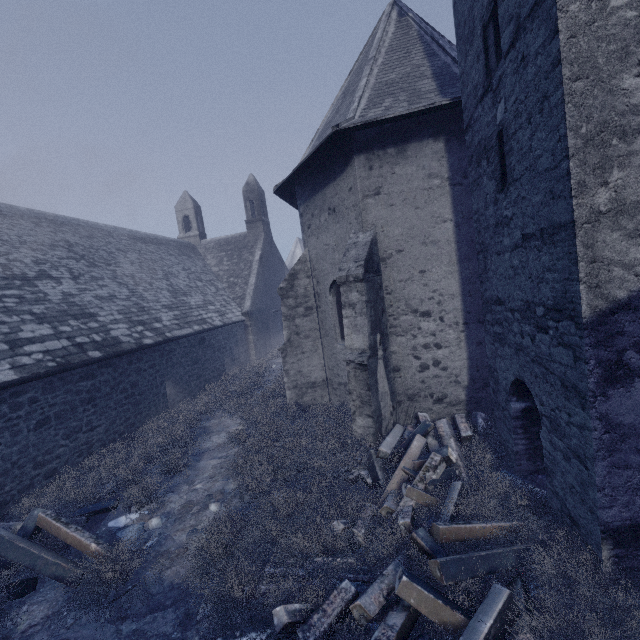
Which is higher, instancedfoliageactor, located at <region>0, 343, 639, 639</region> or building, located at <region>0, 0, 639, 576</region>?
building, located at <region>0, 0, 639, 576</region>

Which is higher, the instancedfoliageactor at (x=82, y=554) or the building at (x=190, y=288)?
the building at (x=190, y=288)

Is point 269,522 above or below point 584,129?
below
